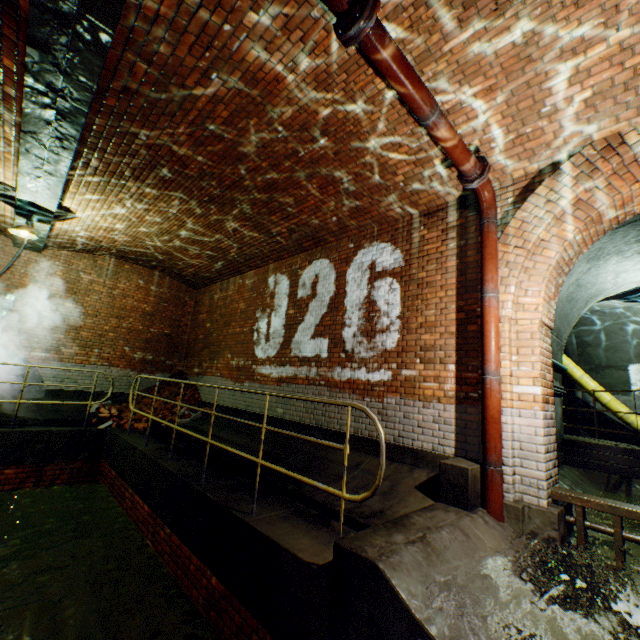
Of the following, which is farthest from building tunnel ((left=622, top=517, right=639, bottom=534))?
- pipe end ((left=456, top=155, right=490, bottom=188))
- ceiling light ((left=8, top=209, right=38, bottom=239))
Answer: ceiling light ((left=8, top=209, right=38, bottom=239))

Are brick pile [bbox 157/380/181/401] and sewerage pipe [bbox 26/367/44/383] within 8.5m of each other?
yes

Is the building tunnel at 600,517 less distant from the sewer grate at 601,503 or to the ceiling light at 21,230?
the sewer grate at 601,503

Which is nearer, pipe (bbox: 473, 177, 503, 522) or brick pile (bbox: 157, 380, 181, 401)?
pipe (bbox: 473, 177, 503, 522)

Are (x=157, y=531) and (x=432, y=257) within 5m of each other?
no

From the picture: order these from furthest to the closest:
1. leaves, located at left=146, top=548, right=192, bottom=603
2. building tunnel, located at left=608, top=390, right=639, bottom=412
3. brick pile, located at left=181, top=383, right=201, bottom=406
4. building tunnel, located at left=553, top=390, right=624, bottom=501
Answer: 1. building tunnel, located at left=608, top=390, right=639, bottom=412
2. brick pile, located at left=181, top=383, right=201, bottom=406
3. building tunnel, located at left=553, top=390, right=624, bottom=501
4. leaves, located at left=146, top=548, right=192, bottom=603

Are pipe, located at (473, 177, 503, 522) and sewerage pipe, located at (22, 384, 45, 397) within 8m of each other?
no

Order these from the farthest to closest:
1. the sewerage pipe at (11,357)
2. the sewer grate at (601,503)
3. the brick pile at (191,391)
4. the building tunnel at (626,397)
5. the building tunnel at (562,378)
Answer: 1. the building tunnel at (626,397)
2. the brick pile at (191,391)
3. the sewerage pipe at (11,357)
4. the building tunnel at (562,378)
5. the sewer grate at (601,503)
